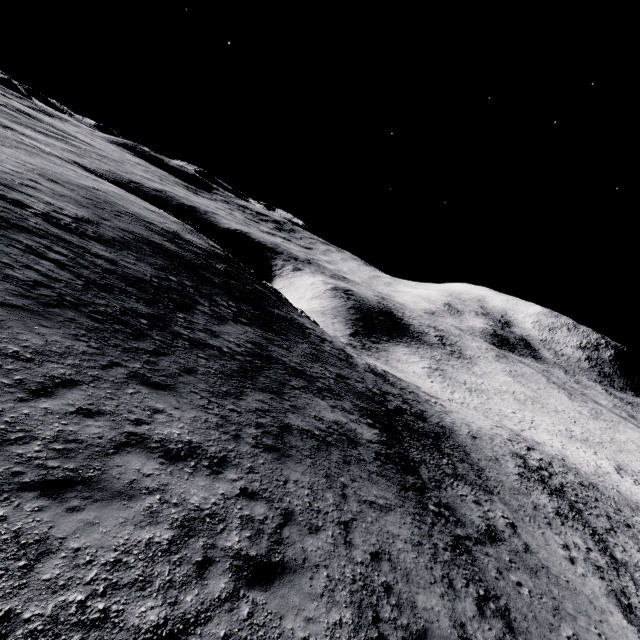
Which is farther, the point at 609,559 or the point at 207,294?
the point at 609,559
